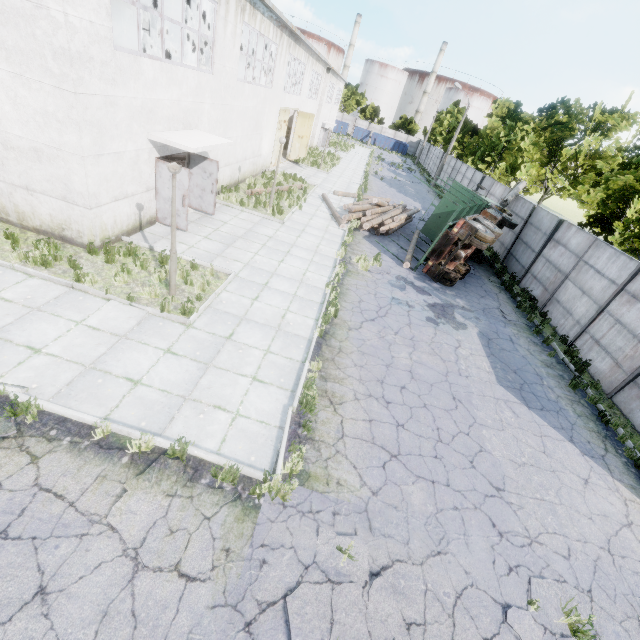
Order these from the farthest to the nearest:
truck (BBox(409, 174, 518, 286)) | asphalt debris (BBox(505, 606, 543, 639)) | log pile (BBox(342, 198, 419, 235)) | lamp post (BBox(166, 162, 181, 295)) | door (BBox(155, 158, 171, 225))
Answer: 1. log pile (BBox(342, 198, 419, 235))
2. truck (BBox(409, 174, 518, 286))
3. door (BBox(155, 158, 171, 225))
4. lamp post (BBox(166, 162, 181, 295))
5. asphalt debris (BBox(505, 606, 543, 639))

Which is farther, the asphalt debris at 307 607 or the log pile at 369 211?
the log pile at 369 211

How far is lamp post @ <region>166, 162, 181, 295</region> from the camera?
7.0 meters

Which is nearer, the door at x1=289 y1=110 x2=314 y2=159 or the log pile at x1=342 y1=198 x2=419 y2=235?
the log pile at x1=342 y1=198 x2=419 y2=235

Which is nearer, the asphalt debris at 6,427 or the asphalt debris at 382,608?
the asphalt debris at 382,608

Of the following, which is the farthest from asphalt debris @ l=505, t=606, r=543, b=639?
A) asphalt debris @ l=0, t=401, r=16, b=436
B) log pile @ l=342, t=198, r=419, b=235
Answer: log pile @ l=342, t=198, r=419, b=235

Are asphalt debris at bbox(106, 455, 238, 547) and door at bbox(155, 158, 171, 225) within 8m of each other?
no

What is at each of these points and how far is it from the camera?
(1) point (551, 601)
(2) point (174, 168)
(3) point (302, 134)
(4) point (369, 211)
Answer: (1) asphalt debris, 5.01m
(2) lamp post, 7.02m
(3) door, 28.31m
(4) log pile, 18.27m
